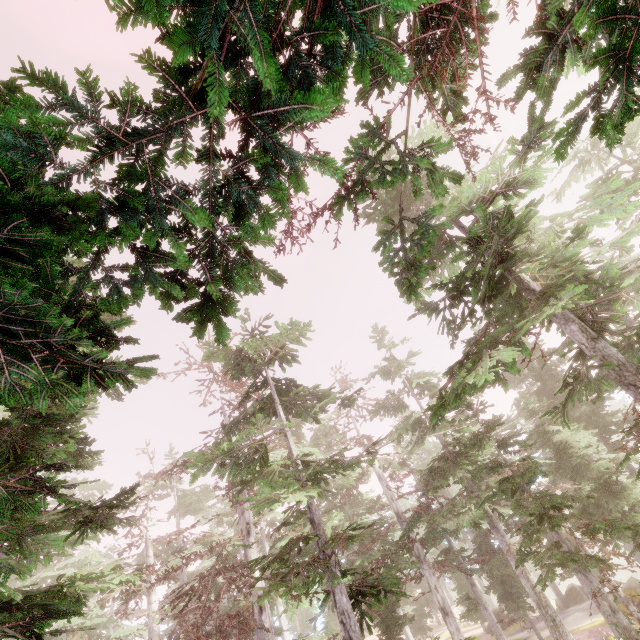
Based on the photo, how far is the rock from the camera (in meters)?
29.58

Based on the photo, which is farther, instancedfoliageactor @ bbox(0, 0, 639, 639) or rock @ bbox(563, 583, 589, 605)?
rock @ bbox(563, 583, 589, 605)

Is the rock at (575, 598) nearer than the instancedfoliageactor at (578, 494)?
No

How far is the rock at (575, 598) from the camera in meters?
29.6

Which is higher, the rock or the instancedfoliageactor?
the instancedfoliageactor

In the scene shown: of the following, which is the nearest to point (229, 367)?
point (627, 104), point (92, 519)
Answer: point (92, 519)
